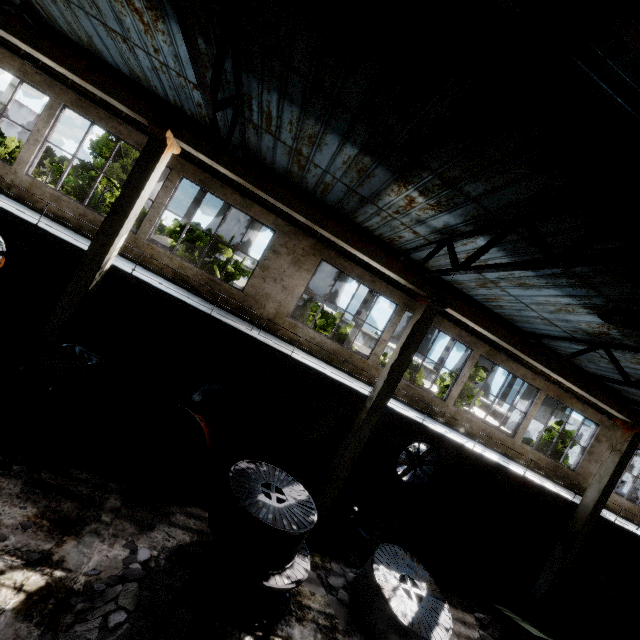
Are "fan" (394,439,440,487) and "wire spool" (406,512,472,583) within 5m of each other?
yes

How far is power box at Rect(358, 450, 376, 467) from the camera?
13.5 meters

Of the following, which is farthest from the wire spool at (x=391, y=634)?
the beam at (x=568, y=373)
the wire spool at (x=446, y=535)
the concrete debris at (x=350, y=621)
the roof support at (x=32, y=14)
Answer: the roof support at (x=32, y=14)

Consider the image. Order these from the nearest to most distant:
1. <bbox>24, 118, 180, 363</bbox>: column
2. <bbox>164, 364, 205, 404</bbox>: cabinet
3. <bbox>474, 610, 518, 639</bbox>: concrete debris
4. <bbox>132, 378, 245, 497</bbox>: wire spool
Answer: <bbox>132, 378, 245, 497</bbox>: wire spool < <bbox>24, 118, 180, 363</bbox>: column < <bbox>474, 610, 518, 639</bbox>: concrete debris < <bbox>164, 364, 205, 404</bbox>: cabinet

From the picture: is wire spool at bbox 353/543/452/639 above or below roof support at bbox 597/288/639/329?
below

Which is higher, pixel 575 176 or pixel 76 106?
pixel 575 176

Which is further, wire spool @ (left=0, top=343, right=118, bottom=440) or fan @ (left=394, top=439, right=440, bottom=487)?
fan @ (left=394, top=439, right=440, bottom=487)

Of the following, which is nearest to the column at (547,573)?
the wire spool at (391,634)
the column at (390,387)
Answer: Result: the wire spool at (391,634)
